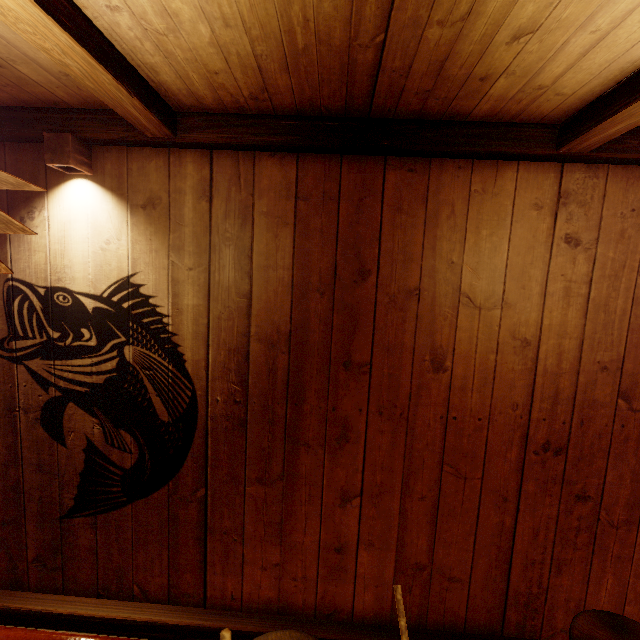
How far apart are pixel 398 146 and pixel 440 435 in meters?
2.8 m

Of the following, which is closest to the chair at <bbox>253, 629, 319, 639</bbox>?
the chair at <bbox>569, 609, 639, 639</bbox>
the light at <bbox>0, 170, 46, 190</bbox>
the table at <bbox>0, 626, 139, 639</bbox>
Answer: the table at <bbox>0, 626, 139, 639</bbox>

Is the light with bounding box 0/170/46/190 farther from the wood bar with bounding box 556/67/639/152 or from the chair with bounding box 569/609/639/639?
the chair with bounding box 569/609/639/639

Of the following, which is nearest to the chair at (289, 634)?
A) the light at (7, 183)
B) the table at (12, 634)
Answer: the table at (12, 634)

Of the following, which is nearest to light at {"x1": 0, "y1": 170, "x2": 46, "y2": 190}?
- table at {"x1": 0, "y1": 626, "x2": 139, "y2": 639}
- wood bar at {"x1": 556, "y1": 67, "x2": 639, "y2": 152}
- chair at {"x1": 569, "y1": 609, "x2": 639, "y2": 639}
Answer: table at {"x1": 0, "y1": 626, "x2": 139, "y2": 639}

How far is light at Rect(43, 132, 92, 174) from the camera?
2.9 meters

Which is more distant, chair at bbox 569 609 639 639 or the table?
chair at bbox 569 609 639 639

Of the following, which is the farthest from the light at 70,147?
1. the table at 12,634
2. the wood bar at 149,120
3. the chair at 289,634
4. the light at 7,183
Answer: the chair at 289,634
